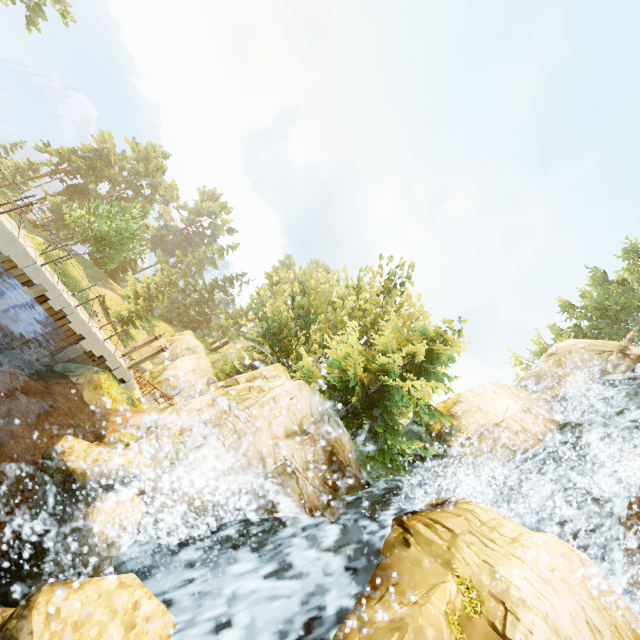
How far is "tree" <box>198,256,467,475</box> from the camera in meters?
13.9

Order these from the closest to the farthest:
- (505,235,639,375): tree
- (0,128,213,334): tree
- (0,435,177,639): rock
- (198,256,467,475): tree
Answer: (0,435,177,639): rock < (198,256,467,475): tree < (505,235,639,375): tree < (0,128,213,334): tree

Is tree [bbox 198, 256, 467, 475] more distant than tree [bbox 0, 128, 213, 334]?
No

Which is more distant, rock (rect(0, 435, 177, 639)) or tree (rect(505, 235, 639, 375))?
tree (rect(505, 235, 639, 375))

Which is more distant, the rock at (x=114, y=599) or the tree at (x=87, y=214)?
the tree at (x=87, y=214)

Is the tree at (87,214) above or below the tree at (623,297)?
below

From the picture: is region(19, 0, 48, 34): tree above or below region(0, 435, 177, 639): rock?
above

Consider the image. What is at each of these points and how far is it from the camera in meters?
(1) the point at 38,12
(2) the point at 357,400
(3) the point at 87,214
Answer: (1) tree, 38.3 m
(2) tree, 15.5 m
(3) tree, 31.0 m
